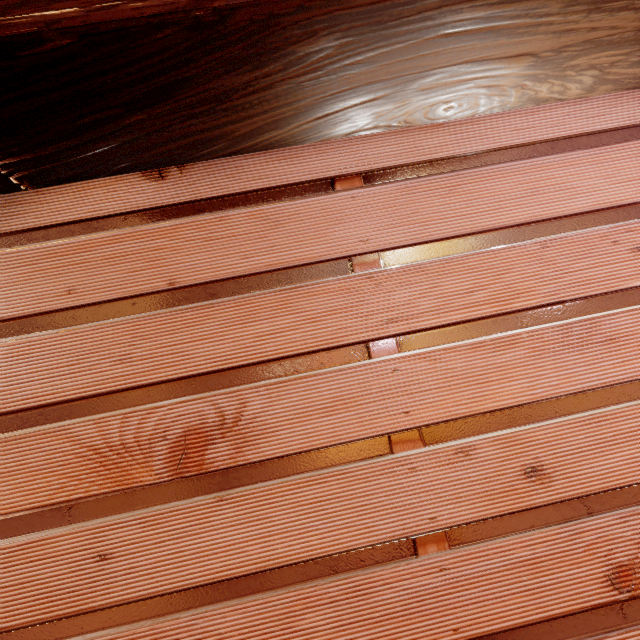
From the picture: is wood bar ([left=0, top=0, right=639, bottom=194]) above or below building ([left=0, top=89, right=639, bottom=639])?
above

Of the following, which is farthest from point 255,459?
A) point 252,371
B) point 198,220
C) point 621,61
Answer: point 621,61

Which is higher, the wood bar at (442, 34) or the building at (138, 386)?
the wood bar at (442, 34)
